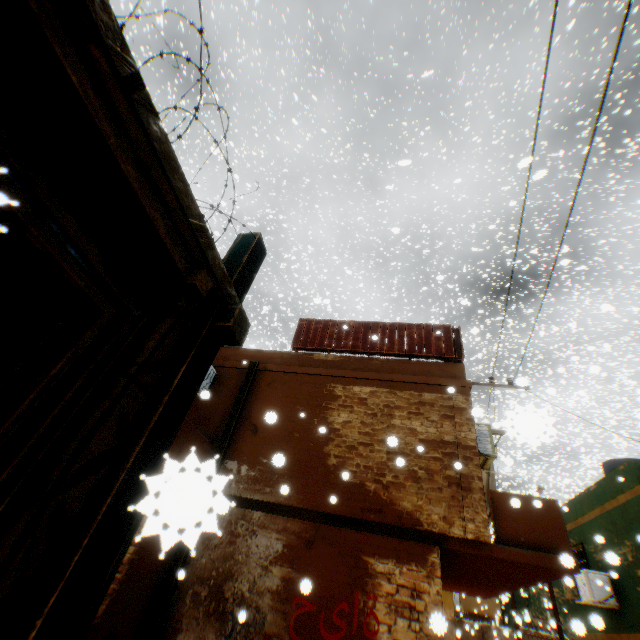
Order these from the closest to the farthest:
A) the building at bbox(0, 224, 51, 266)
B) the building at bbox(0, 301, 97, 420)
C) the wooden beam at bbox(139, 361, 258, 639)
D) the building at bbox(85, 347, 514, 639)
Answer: the wooden beam at bbox(139, 361, 258, 639) < the building at bbox(0, 301, 97, 420) < the building at bbox(0, 224, 51, 266) < the building at bbox(85, 347, 514, 639)

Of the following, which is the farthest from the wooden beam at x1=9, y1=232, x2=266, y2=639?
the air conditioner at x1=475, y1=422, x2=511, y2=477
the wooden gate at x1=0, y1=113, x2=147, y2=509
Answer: the air conditioner at x1=475, y1=422, x2=511, y2=477

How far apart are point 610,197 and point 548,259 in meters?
23.9 m

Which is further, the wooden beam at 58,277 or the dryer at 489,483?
the dryer at 489,483

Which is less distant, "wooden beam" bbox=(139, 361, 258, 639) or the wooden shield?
"wooden beam" bbox=(139, 361, 258, 639)

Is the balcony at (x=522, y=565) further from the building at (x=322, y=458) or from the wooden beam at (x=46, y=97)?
the wooden beam at (x=46, y=97)

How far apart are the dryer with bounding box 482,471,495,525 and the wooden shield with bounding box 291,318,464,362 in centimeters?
48cm

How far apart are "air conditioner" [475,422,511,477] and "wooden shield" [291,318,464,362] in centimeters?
61cm
